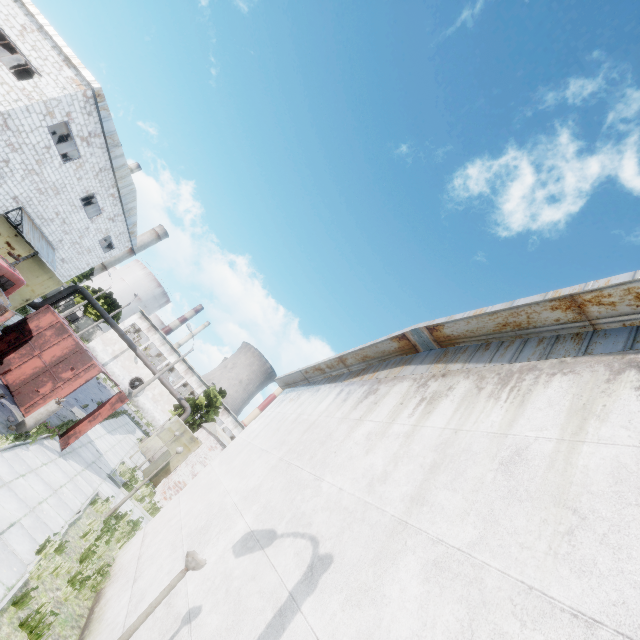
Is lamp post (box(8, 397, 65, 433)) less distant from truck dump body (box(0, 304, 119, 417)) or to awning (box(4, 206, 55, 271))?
truck dump body (box(0, 304, 119, 417))

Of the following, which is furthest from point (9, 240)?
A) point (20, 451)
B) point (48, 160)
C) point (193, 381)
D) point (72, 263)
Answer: point (193, 381)

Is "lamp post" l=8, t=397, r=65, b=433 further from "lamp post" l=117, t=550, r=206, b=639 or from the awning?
the awning

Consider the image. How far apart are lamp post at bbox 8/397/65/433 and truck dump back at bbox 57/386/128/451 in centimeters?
177cm

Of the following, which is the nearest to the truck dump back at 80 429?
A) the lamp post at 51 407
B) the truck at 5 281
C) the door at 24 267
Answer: the lamp post at 51 407

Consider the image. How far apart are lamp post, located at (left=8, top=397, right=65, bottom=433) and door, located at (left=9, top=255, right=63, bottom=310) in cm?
1655

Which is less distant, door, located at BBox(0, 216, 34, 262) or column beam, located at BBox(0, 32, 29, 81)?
door, located at BBox(0, 216, 34, 262)

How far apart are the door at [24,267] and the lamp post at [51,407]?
16.5 meters
